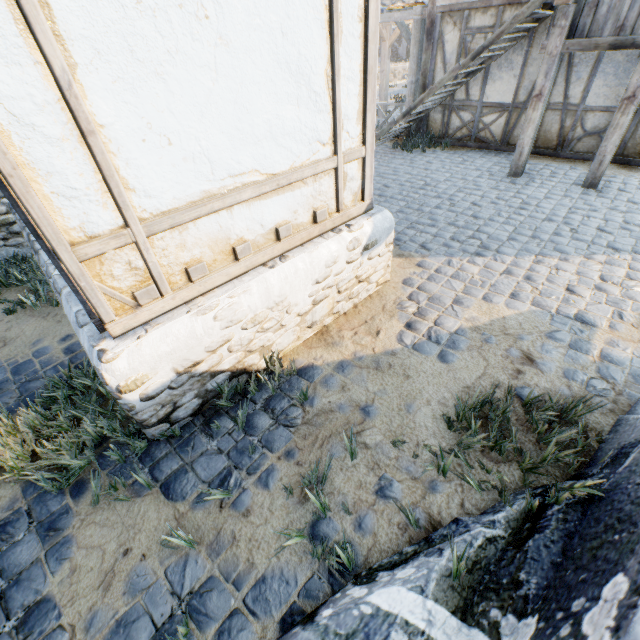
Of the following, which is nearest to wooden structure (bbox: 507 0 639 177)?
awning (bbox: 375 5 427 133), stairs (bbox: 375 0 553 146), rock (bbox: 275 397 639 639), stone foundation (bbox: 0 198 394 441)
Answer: stairs (bbox: 375 0 553 146)

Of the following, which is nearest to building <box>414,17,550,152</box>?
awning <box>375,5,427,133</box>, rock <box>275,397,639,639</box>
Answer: awning <box>375,5,427,133</box>

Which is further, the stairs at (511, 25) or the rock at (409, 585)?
the stairs at (511, 25)

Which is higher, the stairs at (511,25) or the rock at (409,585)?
the stairs at (511,25)

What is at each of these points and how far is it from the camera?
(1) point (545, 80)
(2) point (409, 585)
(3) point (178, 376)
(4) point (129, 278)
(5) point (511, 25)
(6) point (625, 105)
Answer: (1) wooden structure, 5.9m
(2) rock, 1.8m
(3) stone foundation, 2.7m
(4) building, 2.3m
(5) stairs, 5.8m
(6) wooden structure, 5.4m

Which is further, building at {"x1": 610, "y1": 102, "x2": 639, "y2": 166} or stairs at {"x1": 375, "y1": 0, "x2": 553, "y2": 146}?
building at {"x1": 610, "y1": 102, "x2": 639, "y2": 166}

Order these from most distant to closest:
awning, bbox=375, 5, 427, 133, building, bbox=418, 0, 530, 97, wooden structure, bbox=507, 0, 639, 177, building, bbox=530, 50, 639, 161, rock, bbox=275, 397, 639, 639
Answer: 1. awning, bbox=375, 5, 427, 133
2. building, bbox=418, 0, 530, 97
3. building, bbox=530, 50, 639, 161
4. wooden structure, bbox=507, 0, 639, 177
5. rock, bbox=275, 397, 639, 639

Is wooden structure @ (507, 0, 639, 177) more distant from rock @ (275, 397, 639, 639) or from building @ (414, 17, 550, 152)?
rock @ (275, 397, 639, 639)
